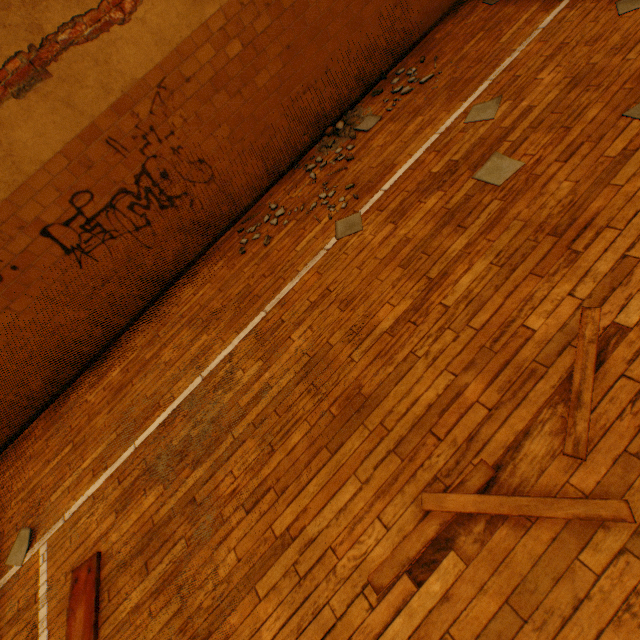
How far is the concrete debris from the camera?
4.84m

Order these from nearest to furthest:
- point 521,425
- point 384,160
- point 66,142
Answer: point 521,425 → point 66,142 → point 384,160

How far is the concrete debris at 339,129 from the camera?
4.84m
